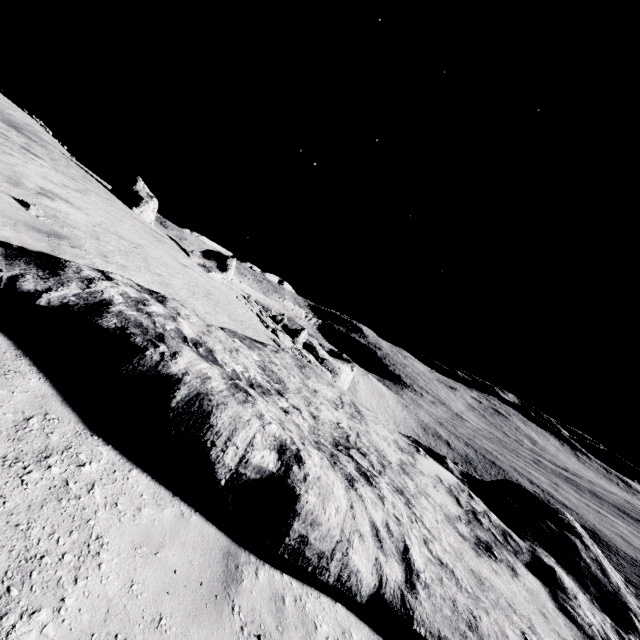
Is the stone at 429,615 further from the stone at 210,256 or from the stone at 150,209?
the stone at 150,209

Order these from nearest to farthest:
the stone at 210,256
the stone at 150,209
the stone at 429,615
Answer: the stone at 429,615
the stone at 150,209
the stone at 210,256

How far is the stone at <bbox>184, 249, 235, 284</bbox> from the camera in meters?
24.0

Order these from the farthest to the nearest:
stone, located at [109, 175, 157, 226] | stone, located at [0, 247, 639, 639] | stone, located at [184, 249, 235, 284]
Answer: stone, located at [184, 249, 235, 284] → stone, located at [109, 175, 157, 226] → stone, located at [0, 247, 639, 639]

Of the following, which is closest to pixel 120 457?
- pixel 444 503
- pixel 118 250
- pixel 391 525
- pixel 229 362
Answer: pixel 229 362

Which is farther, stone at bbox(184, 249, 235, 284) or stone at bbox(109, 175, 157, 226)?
stone at bbox(184, 249, 235, 284)

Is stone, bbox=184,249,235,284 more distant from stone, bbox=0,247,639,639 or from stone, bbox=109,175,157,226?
stone, bbox=0,247,639,639
